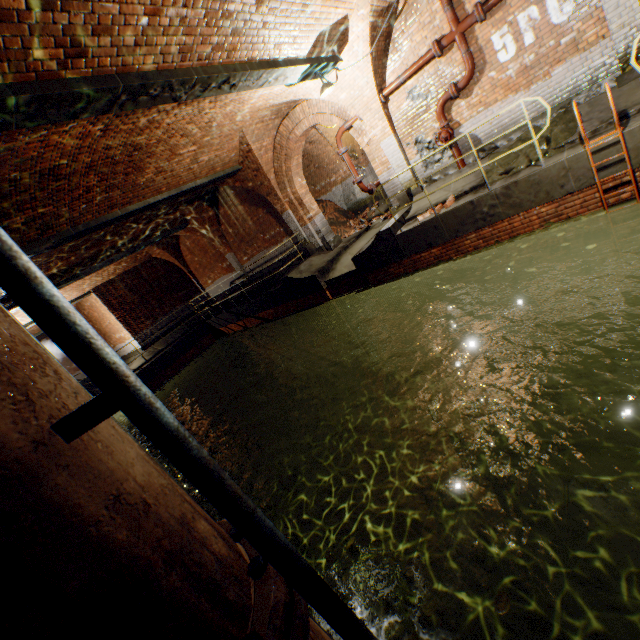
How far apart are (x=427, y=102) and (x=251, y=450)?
14.1m

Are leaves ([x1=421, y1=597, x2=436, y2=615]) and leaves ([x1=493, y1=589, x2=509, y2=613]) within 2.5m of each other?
yes

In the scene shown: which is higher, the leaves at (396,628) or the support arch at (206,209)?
the support arch at (206,209)

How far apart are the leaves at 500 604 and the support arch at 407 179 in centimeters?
936cm

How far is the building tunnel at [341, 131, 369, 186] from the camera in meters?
15.6 m

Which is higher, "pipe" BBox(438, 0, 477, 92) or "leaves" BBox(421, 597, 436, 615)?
"pipe" BBox(438, 0, 477, 92)

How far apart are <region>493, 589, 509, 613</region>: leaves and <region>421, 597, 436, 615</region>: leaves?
0.4m

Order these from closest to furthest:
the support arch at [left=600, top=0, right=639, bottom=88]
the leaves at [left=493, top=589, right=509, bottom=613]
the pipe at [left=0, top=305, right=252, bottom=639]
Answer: the pipe at [left=0, top=305, right=252, bottom=639]
the leaves at [left=493, top=589, right=509, bottom=613]
the support arch at [left=600, top=0, right=639, bottom=88]
